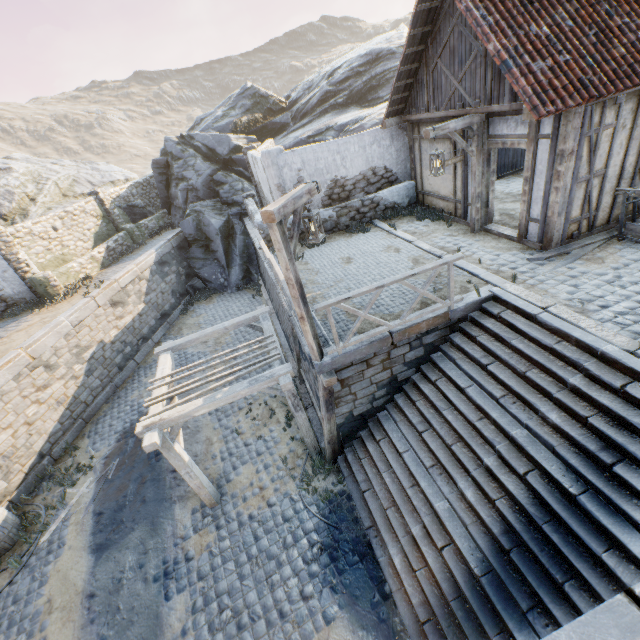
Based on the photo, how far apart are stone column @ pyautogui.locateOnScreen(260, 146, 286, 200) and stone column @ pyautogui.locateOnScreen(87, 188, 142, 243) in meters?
10.5

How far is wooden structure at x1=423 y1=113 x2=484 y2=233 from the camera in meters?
7.5

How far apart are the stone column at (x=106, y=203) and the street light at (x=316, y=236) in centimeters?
1589cm

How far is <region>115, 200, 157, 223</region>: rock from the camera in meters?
19.0

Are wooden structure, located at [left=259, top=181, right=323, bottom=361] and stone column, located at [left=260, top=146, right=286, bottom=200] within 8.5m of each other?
yes

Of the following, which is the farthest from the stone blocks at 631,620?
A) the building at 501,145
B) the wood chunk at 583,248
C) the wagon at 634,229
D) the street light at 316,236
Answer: the wagon at 634,229

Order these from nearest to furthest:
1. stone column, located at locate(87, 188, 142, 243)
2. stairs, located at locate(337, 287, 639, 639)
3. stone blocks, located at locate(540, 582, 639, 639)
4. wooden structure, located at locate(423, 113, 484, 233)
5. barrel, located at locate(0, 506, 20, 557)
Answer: stone blocks, located at locate(540, 582, 639, 639) < stairs, located at locate(337, 287, 639, 639) < wooden structure, located at locate(423, 113, 484, 233) < barrel, located at locate(0, 506, 20, 557) < stone column, located at locate(87, 188, 142, 243)

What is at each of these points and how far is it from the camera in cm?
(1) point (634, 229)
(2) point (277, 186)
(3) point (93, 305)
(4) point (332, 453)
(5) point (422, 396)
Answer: (1) wagon, 685
(2) stone column, 1145
(3) stone blocks, 1251
(4) wooden structure, 775
(5) stairs, 702
